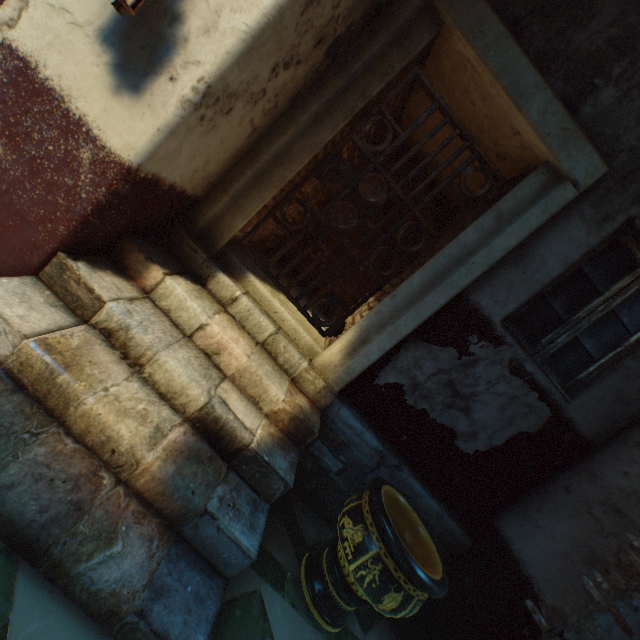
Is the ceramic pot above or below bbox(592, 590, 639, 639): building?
below

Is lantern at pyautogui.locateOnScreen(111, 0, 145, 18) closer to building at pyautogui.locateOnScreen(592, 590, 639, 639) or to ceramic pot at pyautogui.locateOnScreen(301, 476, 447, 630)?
building at pyautogui.locateOnScreen(592, 590, 639, 639)

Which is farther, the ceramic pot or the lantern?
the ceramic pot

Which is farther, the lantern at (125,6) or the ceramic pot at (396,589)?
the ceramic pot at (396,589)

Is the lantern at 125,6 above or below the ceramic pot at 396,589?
above

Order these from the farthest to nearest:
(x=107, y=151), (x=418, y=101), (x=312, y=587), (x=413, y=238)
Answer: (x=413, y=238), (x=418, y=101), (x=312, y=587), (x=107, y=151)

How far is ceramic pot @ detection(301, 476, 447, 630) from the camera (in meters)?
1.99

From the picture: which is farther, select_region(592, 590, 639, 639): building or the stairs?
select_region(592, 590, 639, 639): building
